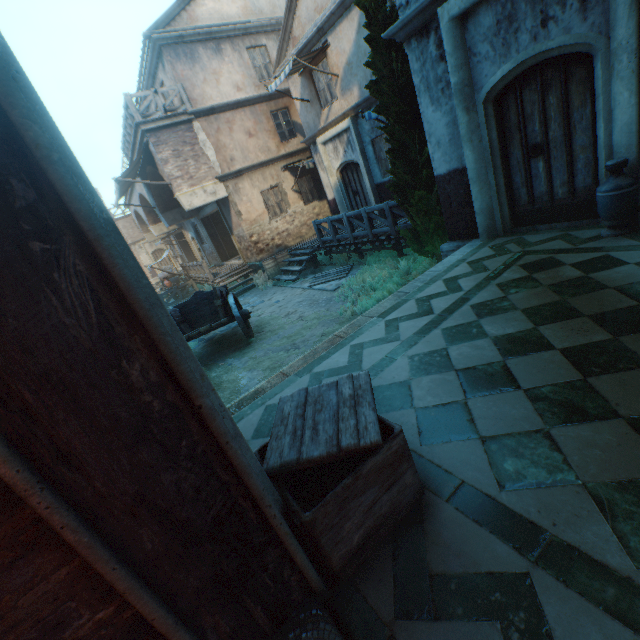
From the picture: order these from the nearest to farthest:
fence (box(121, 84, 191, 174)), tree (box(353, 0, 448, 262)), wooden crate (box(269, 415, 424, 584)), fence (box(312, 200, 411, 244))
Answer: wooden crate (box(269, 415, 424, 584)) → tree (box(353, 0, 448, 262)) → fence (box(312, 200, 411, 244)) → fence (box(121, 84, 191, 174))

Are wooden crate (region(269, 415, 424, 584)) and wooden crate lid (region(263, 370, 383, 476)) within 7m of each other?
yes

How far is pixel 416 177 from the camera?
7.0m

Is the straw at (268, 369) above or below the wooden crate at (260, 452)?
below

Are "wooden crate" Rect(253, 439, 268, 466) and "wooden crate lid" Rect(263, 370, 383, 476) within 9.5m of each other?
yes

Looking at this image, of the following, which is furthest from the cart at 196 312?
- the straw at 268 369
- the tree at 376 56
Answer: the tree at 376 56

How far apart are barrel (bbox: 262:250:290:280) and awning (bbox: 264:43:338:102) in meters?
6.2

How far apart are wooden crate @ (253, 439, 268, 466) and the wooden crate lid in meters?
0.0
